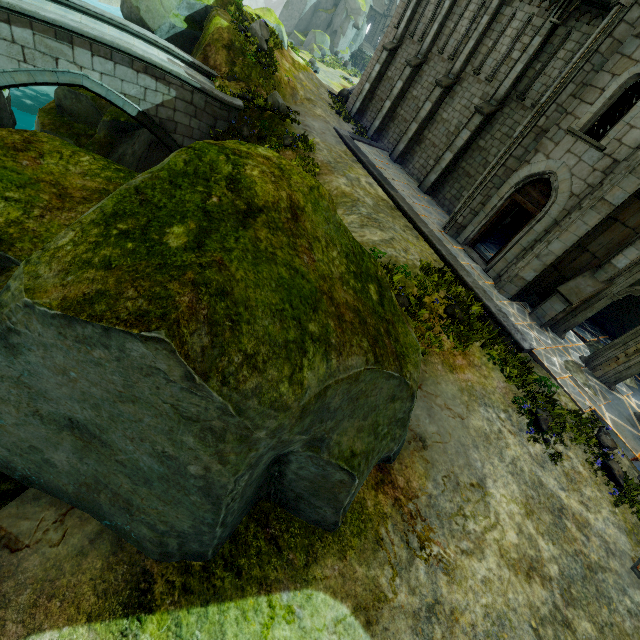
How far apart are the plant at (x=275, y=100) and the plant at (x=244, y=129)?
1.05m

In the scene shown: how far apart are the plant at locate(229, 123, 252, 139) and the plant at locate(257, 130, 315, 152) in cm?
120

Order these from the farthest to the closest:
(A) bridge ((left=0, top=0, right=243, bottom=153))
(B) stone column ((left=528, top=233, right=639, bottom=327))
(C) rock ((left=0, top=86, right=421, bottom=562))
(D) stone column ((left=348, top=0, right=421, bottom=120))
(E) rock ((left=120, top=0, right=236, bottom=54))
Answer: (D) stone column ((left=348, top=0, right=421, bottom=120)) → (E) rock ((left=120, top=0, right=236, bottom=54)) → (A) bridge ((left=0, top=0, right=243, bottom=153)) → (B) stone column ((left=528, top=233, right=639, bottom=327)) → (C) rock ((left=0, top=86, right=421, bottom=562))

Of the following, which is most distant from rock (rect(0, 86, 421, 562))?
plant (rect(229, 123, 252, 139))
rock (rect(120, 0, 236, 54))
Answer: plant (rect(229, 123, 252, 139))

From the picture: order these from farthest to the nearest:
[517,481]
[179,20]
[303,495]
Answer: [179,20]
[517,481]
[303,495]

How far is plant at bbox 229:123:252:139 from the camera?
14.66m

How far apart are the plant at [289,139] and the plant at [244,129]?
1.2m

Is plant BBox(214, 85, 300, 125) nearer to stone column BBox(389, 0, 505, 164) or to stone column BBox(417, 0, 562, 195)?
stone column BBox(389, 0, 505, 164)
